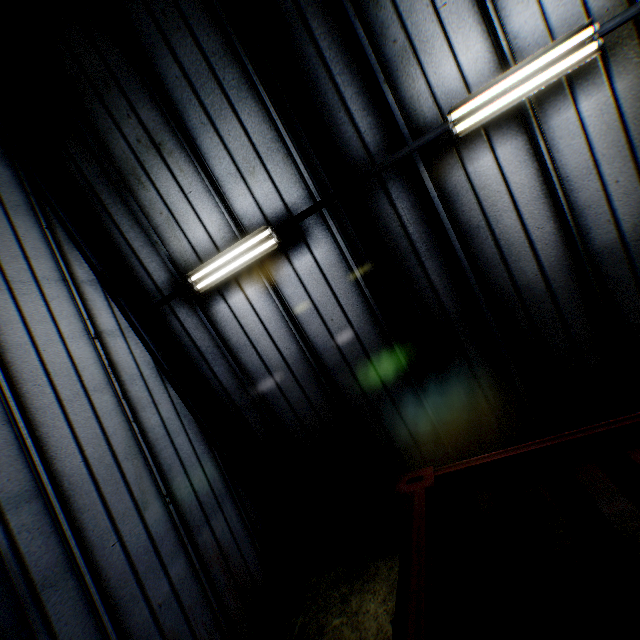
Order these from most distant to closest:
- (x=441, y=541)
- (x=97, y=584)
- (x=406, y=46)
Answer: (x=406, y=46)
(x=97, y=584)
(x=441, y=541)

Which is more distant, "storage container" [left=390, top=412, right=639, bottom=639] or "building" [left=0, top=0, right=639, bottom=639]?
"building" [left=0, top=0, right=639, bottom=639]

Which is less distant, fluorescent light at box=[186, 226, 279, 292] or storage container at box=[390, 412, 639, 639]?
storage container at box=[390, 412, 639, 639]

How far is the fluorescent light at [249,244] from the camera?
4.9m

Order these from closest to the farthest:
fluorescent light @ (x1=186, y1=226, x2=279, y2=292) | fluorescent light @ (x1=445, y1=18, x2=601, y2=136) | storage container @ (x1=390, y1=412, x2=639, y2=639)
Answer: storage container @ (x1=390, y1=412, x2=639, y2=639), fluorescent light @ (x1=445, y1=18, x2=601, y2=136), fluorescent light @ (x1=186, y1=226, x2=279, y2=292)

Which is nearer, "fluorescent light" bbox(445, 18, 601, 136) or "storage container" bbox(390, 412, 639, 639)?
"storage container" bbox(390, 412, 639, 639)

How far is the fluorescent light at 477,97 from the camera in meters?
3.6 m

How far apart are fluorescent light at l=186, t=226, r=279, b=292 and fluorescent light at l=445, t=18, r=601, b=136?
2.7m
